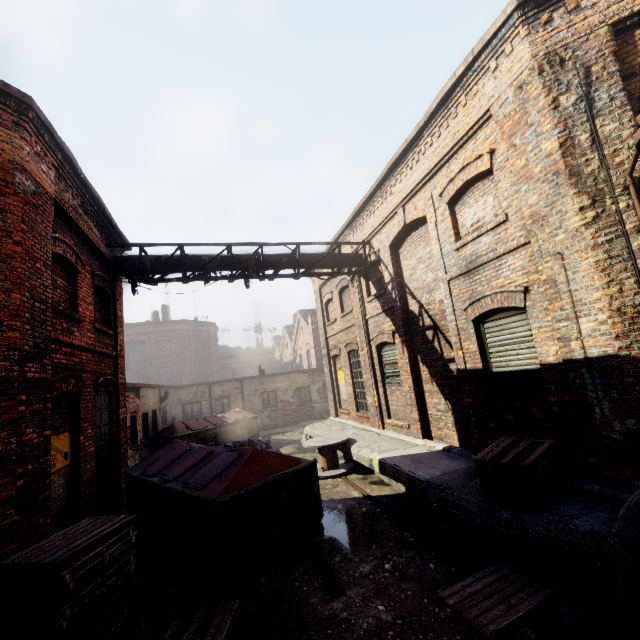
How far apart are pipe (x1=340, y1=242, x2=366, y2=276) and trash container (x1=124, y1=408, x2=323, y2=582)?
4.4 meters

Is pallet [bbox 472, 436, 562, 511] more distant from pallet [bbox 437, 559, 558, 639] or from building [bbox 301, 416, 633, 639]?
pallet [bbox 437, 559, 558, 639]

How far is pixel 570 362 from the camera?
4.88m

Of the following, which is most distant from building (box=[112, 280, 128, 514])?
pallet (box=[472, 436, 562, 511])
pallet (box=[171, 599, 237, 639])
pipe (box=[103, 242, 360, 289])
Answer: pallet (box=[472, 436, 562, 511])

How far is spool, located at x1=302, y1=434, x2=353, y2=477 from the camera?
9.80m

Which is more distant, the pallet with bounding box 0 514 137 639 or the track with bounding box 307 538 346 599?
the track with bounding box 307 538 346 599

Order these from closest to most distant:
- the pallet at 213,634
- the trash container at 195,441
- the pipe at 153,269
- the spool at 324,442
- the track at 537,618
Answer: the track at 537,618 < the pallet at 213,634 < the trash container at 195,441 < the pipe at 153,269 < the spool at 324,442

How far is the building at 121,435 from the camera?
8.45m
